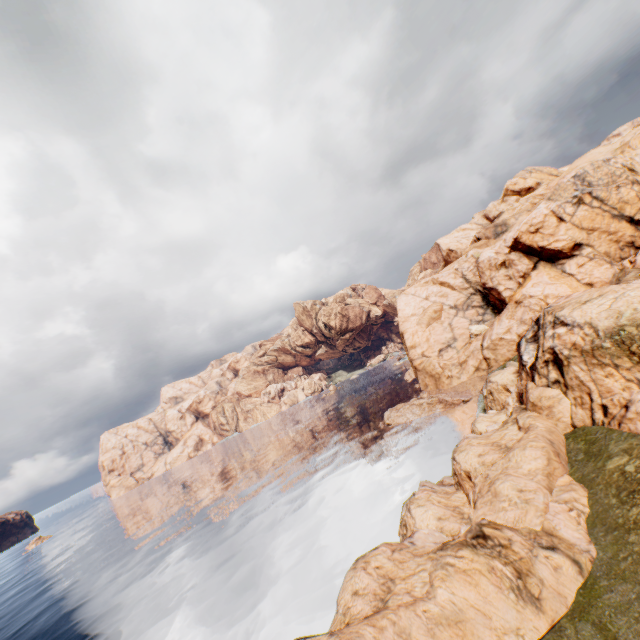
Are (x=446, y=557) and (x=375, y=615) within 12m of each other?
yes

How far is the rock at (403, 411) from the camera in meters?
43.6 m

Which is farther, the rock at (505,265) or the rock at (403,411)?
the rock at (403,411)

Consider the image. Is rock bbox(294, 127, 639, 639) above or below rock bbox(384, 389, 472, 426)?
above

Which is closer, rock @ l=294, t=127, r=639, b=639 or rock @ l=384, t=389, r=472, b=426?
rock @ l=294, t=127, r=639, b=639

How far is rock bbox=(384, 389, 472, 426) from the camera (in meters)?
43.62
